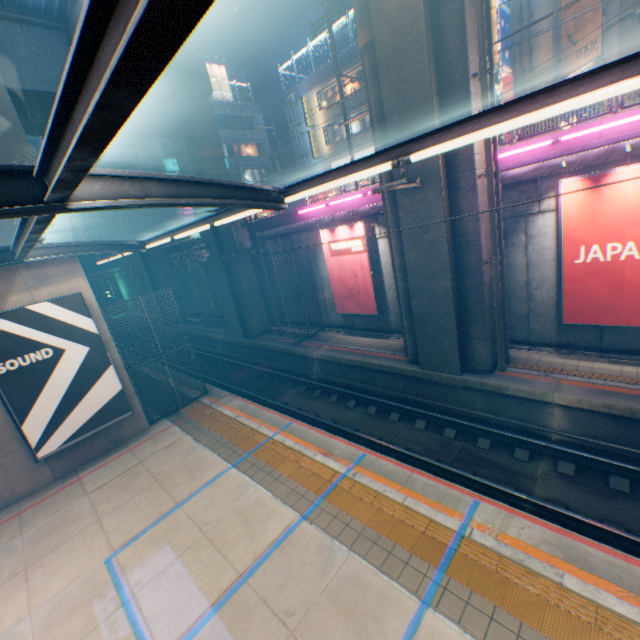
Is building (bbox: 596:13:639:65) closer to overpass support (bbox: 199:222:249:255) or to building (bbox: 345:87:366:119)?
building (bbox: 345:87:366:119)

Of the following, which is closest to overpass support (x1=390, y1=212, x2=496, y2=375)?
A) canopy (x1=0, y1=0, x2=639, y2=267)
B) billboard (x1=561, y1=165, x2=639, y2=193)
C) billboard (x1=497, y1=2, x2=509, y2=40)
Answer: billboard (x1=561, y1=165, x2=639, y2=193)

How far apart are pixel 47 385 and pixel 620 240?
16.7m

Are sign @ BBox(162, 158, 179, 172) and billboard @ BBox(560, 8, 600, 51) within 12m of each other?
no

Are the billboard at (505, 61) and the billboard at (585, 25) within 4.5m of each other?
yes

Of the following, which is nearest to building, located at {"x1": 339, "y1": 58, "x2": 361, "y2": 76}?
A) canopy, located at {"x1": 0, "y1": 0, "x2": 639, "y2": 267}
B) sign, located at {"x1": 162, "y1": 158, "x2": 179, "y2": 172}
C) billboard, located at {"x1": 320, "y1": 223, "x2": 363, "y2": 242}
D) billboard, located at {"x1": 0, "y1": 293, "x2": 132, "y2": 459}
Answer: sign, located at {"x1": 162, "y1": 158, "x2": 179, "y2": 172}

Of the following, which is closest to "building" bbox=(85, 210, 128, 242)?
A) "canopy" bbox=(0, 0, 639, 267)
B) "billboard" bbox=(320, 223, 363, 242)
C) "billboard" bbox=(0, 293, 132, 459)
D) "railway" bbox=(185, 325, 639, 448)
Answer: "railway" bbox=(185, 325, 639, 448)

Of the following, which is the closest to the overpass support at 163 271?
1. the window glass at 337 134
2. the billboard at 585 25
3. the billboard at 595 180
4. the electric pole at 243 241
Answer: the electric pole at 243 241
